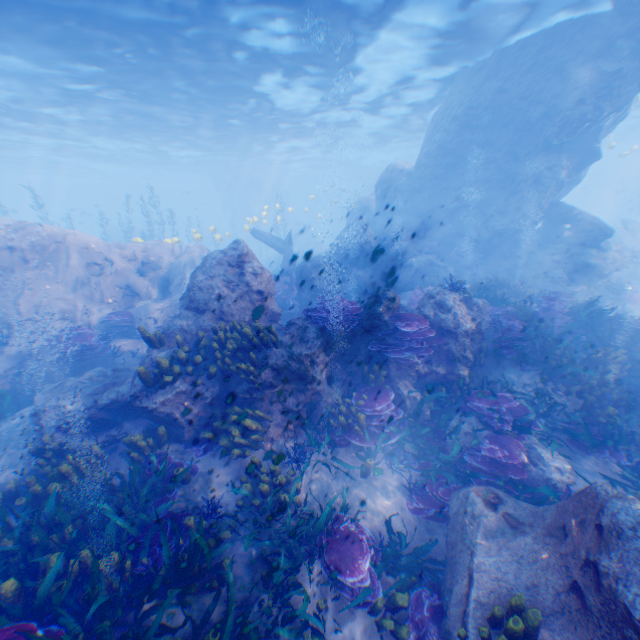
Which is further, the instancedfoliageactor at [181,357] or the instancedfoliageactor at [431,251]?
the instancedfoliageactor at [431,251]

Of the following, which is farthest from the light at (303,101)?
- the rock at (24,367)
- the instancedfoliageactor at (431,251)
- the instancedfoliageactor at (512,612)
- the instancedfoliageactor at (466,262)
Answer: the instancedfoliageactor at (512,612)

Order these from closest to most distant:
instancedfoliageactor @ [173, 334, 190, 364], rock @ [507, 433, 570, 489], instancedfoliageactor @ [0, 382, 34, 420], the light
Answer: rock @ [507, 433, 570, 489], instancedfoliageactor @ [173, 334, 190, 364], instancedfoliageactor @ [0, 382, 34, 420], the light

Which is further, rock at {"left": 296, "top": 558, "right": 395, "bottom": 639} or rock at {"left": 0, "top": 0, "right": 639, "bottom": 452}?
rock at {"left": 0, "top": 0, "right": 639, "bottom": 452}

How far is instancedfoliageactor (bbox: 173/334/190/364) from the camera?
6.82m

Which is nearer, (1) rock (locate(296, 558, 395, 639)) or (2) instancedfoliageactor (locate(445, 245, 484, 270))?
(1) rock (locate(296, 558, 395, 639))

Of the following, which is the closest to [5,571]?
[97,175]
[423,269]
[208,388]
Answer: [208,388]

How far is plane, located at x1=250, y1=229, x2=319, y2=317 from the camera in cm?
1705
